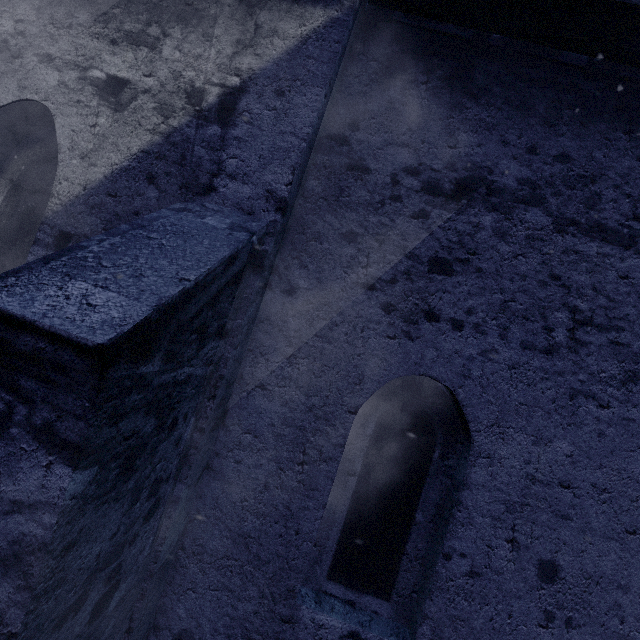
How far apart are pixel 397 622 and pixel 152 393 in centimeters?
292cm
